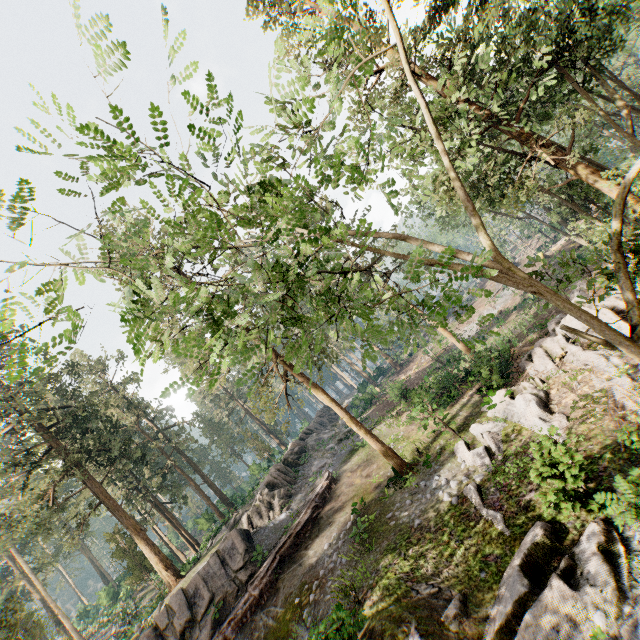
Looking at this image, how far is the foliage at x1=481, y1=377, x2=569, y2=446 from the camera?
13.2 meters

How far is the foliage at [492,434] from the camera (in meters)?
14.55

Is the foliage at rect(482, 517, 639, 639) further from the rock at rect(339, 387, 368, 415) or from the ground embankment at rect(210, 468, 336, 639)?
the ground embankment at rect(210, 468, 336, 639)

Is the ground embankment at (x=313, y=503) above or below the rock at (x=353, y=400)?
below

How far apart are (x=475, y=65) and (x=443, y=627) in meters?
19.1

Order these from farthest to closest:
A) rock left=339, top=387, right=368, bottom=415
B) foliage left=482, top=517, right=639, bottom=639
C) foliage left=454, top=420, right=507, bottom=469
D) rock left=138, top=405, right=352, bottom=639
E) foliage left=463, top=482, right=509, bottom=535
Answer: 1. rock left=339, top=387, right=368, bottom=415
2. rock left=138, top=405, right=352, bottom=639
3. foliage left=454, top=420, right=507, bottom=469
4. foliage left=463, top=482, right=509, bottom=535
5. foliage left=482, top=517, right=639, bottom=639
